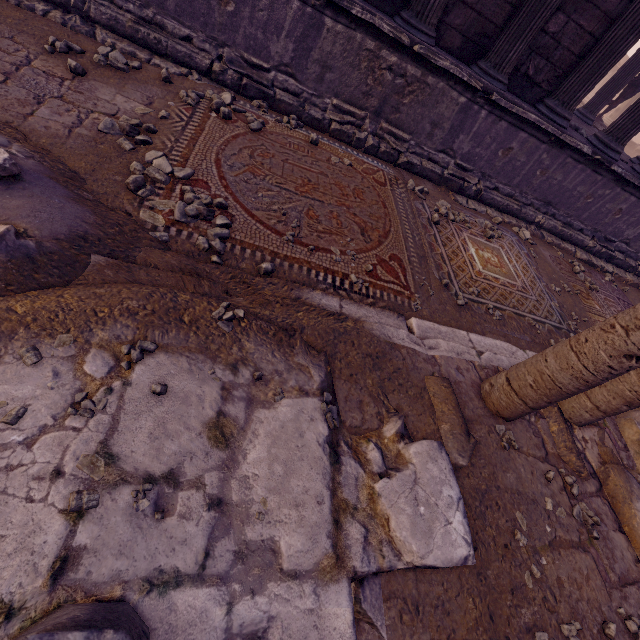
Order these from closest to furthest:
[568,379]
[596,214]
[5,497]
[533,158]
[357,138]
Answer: [5,497] → [568,379] → [357,138] → [533,158] → [596,214]

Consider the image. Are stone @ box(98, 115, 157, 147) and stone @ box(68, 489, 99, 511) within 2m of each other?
no

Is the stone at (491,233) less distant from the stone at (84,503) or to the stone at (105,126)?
the stone at (105,126)

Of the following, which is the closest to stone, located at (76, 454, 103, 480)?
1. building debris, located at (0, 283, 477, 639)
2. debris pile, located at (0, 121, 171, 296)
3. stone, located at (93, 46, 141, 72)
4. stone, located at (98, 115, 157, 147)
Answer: building debris, located at (0, 283, 477, 639)

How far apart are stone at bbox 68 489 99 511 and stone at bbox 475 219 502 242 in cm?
579

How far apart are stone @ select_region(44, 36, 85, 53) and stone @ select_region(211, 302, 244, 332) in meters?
4.0 m

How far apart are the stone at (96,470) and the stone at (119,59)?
4.57m

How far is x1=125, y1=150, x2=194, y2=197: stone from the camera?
2.71m
